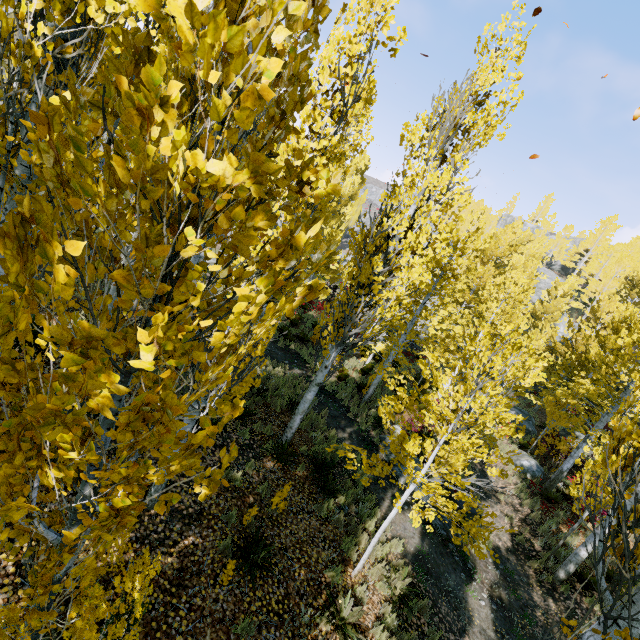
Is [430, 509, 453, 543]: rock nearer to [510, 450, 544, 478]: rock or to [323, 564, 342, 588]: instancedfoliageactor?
[323, 564, 342, 588]: instancedfoliageactor

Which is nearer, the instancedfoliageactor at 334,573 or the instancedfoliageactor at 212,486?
the instancedfoliageactor at 212,486

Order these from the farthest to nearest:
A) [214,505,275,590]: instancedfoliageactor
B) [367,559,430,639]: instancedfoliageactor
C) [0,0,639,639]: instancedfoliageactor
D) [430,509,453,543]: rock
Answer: [430,509,453,543]: rock, [367,559,430,639]: instancedfoliageactor, [214,505,275,590]: instancedfoliageactor, [0,0,639,639]: instancedfoliageactor

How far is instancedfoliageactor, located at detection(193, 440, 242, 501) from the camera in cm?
174

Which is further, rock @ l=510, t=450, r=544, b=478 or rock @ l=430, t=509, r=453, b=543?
rock @ l=510, t=450, r=544, b=478

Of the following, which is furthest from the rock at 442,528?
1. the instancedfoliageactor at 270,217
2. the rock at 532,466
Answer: the rock at 532,466

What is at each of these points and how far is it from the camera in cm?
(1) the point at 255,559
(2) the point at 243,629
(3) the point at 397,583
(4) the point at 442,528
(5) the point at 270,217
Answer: (1) instancedfoliageactor, 531
(2) instancedfoliageactor, 438
(3) instancedfoliageactor, 639
(4) rock, 935
(5) instancedfoliageactor, 165
